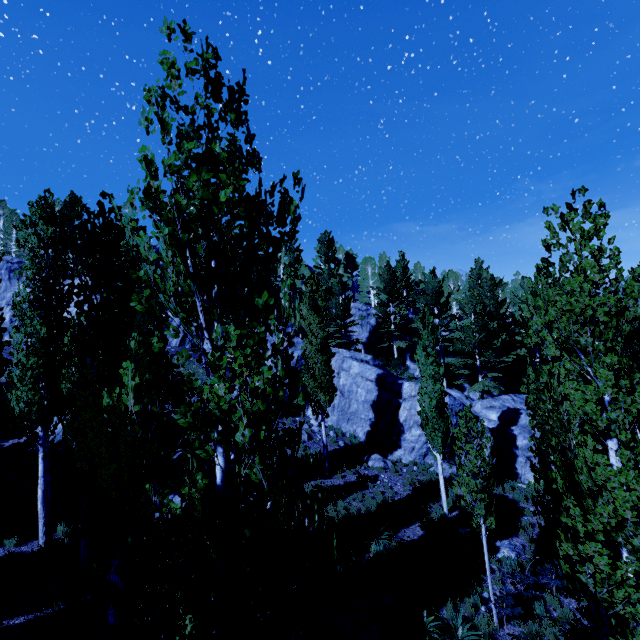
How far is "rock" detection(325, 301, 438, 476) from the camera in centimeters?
1994cm

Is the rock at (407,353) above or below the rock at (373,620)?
above

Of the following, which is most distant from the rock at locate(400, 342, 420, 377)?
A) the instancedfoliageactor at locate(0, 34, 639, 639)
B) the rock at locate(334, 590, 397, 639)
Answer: the rock at locate(334, 590, 397, 639)

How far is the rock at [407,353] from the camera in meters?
32.5

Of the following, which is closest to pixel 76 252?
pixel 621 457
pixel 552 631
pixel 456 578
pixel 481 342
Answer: pixel 621 457

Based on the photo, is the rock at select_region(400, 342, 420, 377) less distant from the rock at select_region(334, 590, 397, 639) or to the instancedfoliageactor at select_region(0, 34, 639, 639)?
the instancedfoliageactor at select_region(0, 34, 639, 639)
